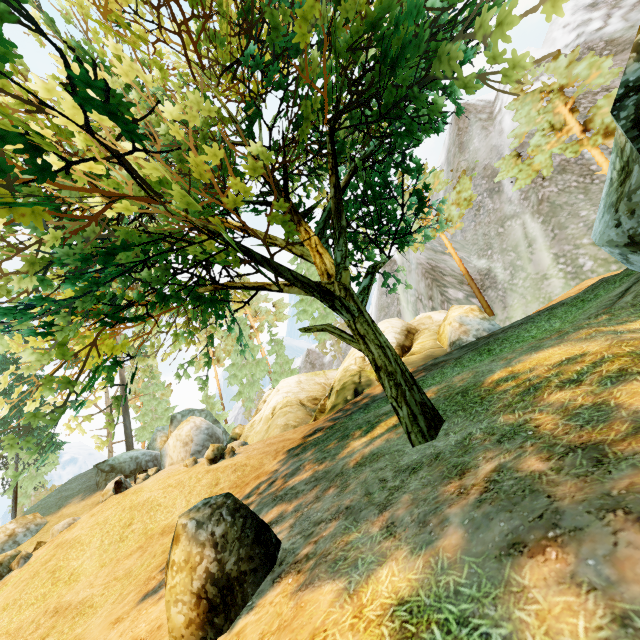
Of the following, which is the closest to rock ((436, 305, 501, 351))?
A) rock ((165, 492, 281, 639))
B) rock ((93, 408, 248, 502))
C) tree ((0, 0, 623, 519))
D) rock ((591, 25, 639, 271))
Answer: tree ((0, 0, 623, 519))

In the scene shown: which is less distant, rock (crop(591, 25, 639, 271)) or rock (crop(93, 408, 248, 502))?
rock (crop(591, 25, 639, 271))

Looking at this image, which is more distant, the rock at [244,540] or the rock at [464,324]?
the rock at [464,324]

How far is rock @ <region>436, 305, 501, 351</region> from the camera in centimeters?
1579cm

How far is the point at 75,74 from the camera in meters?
3.3 m

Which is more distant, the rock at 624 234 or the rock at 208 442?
the rock at 208 442

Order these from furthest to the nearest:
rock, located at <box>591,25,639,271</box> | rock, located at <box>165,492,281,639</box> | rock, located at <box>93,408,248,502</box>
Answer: rock, located at <box>93,408,248,502</box>
rock, located at <box>591,25,639,271</box>
rock, located at <box>165,492,281,639</box>

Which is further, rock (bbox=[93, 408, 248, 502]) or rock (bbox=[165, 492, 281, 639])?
rock (bbox=[93, 408, 248, 502])
